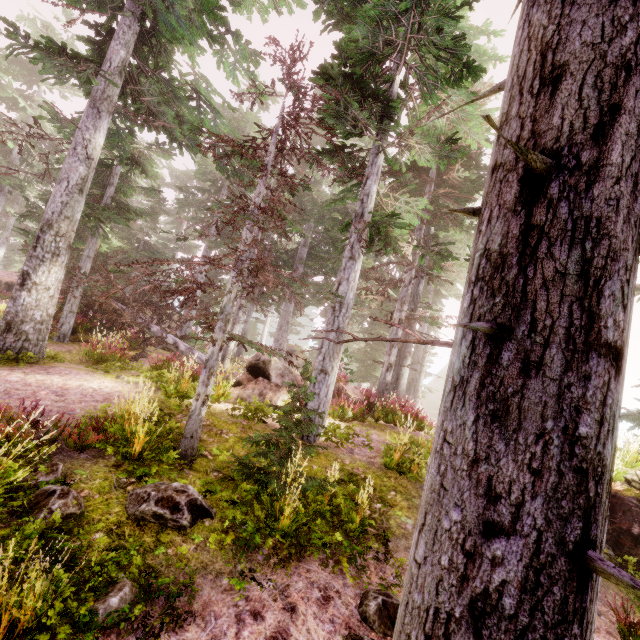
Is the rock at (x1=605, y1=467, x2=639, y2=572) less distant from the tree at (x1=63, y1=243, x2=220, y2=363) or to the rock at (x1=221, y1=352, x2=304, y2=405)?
the rock at (x1=221, y1=352, x2=304, y2=405)

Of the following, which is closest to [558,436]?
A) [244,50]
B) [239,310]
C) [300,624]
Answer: [300,624]

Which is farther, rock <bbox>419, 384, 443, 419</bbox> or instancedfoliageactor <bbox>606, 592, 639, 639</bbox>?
rock <bbox>419, 384, 443, 419</bbox>

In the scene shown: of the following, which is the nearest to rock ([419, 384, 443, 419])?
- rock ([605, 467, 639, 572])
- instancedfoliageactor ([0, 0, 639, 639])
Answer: instancedfoliageactor ([0, 0, 639, 639])

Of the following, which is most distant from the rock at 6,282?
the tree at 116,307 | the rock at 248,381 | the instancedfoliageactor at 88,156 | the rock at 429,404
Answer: the rock at 429,404

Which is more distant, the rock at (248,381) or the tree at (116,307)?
the tree at (116,307)

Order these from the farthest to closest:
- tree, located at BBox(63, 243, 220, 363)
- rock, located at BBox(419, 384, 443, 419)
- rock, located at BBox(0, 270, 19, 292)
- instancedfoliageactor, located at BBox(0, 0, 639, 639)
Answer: rock, located at BBox(419, 384, 443, 419)
rock, located at BBox(0, 270, 19, 292)
tree, located at BBox(63, 243, 220, 363)
instancedfoliageactor, located at BBox(0, 0, 639, 639)

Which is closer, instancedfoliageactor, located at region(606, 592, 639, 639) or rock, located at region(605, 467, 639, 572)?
instancedfoliageactor, located at region(606, 592, 639, 639)
